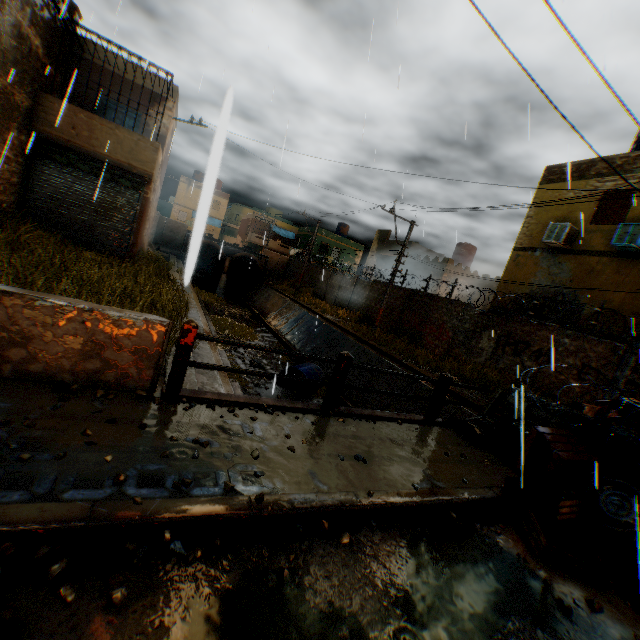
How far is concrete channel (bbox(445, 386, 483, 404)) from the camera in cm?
1111

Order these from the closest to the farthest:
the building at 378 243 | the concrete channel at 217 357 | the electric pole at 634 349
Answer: the concrete channel at 217 357, the electric pole at 634 349, the building at 378 243

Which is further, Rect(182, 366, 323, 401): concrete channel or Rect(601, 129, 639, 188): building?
Rect(601, 129, 639, 188): building

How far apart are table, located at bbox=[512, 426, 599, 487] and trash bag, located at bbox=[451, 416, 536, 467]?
0.02m

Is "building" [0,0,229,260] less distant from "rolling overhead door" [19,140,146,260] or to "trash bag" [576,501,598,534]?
"rolling overhead door" [19,140,146,260]

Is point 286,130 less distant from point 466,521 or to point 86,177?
point 466,521

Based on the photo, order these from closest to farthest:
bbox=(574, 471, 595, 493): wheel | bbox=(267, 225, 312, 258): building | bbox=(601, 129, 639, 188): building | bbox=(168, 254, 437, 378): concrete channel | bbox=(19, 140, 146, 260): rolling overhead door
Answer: bbox=(574, 471, 595, 493): wheel
bbox=(19, 140, 146, 260): rolling overhead door
bbox=(601, 129, 639, 188): building
bbox=(168, 254, 437, 378): concrete channel
bbox=(267, 225, 312, 258): building

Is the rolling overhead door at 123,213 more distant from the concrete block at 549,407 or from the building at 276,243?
the concrete block at 549,407
